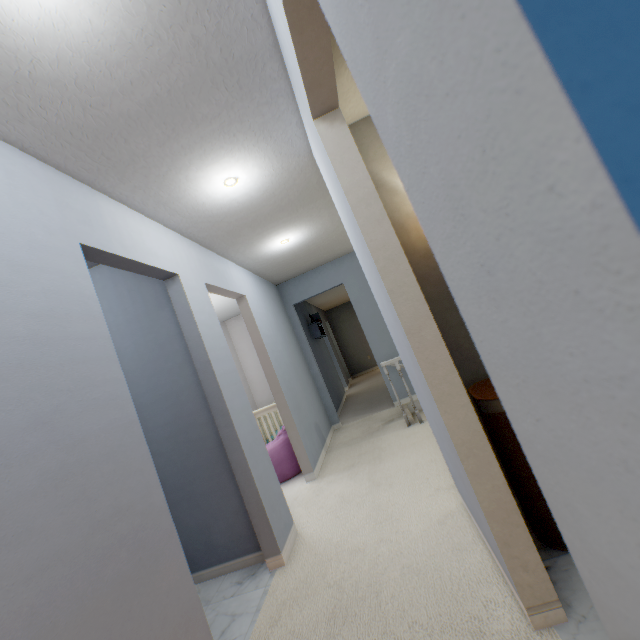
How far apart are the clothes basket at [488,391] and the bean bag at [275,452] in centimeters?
266cm

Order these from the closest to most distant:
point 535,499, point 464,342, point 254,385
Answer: point 535,499 → point 464,342 → point 254,385

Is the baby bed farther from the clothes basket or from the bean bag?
the clothes basket

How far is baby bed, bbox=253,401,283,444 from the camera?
4.47m

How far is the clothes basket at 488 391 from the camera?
1.4m

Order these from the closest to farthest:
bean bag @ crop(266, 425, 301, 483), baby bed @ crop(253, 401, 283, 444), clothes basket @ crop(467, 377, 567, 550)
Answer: clothes basket @ crop(467, 377, 567, 550) < bean bag @ crop(266, 425, 301, 483) < baby bed @ crop(253, 401, 283, 444)

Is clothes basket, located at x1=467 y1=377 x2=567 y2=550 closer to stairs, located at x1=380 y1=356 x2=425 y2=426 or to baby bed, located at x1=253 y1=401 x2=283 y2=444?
stairs, located at x1=380 y1=356 x2=425 y2=426
